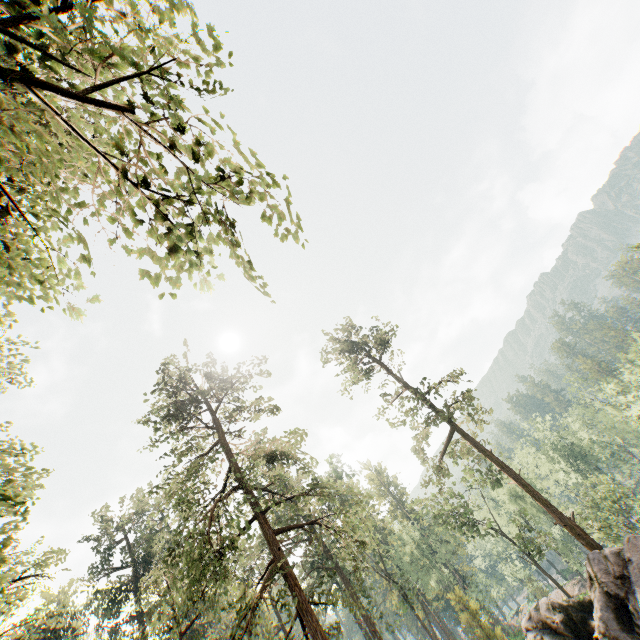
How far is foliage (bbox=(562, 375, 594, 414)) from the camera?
51.42m

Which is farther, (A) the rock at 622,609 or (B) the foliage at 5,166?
(A) the rock at 622,609

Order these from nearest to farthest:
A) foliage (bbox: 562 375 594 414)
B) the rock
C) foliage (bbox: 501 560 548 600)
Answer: the rock < foliage (bbox: 501 560 548 600) < foliage (bbox: 562 375 594 414)

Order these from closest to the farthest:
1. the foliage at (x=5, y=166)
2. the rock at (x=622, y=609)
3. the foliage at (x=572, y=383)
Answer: the foliage at (x=5, y=166), the rock at (x=622, y=609), the foliage at (x=572, y=383)

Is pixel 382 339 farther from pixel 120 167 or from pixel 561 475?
pixel 561 475

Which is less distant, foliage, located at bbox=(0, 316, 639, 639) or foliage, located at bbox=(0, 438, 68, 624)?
foliage, located at bbox=(0, 438, 68, 624)

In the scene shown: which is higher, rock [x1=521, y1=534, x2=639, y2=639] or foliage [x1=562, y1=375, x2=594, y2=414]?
foliage [x1=562, y1=375, x2=594, y2=414]
